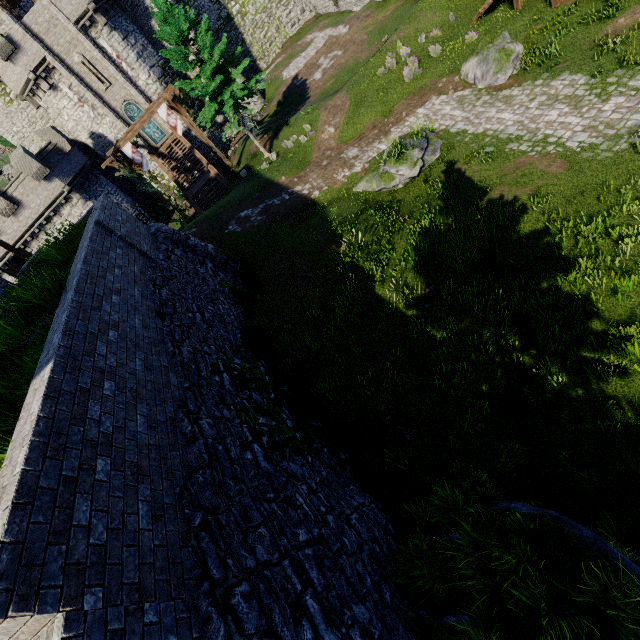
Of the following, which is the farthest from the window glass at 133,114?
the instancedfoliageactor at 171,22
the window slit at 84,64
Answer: the instancedfoliageactor at 171,22

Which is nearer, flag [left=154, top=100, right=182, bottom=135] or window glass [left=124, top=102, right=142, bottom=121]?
flag [left=154, top=100, right=182, bottom=135]

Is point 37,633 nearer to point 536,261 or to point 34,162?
point 536,261

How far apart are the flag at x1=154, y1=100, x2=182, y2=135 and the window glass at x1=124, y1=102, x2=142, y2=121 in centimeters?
989cm

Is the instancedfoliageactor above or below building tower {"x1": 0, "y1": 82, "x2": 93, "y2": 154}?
below

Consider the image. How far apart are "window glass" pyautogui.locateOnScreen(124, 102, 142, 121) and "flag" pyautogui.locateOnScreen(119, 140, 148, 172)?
9.9m

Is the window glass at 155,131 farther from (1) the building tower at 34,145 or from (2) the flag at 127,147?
(2) the flag at 127,147

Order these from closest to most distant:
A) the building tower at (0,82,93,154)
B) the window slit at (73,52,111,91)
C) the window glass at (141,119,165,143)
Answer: the window slit at (73,52,111,91) < the building tower at (0,82,93,154) < the window glass at (141,119,165,143)
